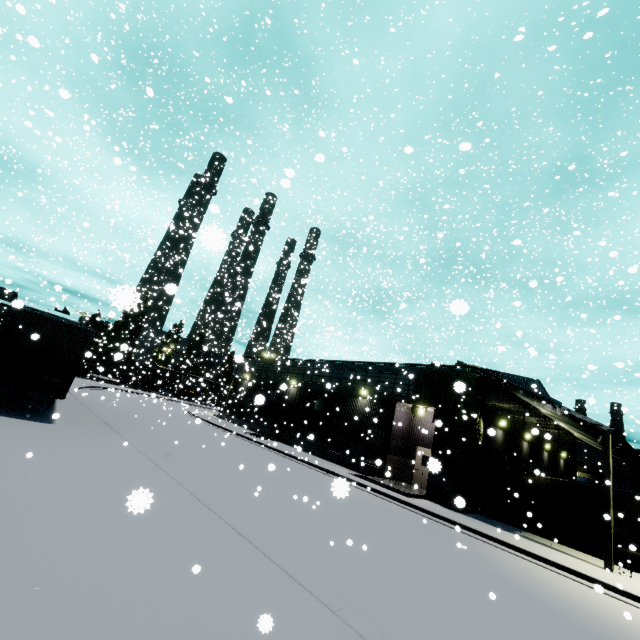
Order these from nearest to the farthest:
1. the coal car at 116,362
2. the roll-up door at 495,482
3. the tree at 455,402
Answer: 1. the tree at 455,402
2. the roll-up door at 495,482
3. the coal car at 116,362

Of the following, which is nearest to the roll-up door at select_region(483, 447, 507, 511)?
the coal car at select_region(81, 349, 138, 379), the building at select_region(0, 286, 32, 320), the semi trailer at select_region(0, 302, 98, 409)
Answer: the building at select_region(0, 286, 32, 320)

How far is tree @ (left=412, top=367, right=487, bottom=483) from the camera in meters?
17.4

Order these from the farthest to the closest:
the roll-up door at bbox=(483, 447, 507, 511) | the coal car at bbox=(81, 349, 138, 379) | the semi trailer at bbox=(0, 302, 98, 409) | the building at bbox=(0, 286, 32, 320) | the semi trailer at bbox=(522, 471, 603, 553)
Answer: the coal car at bbox=(81, 349, 138, 379) < the roll-up door at bbox=(483, 447, 507, 511) < the semi trailer at bbox=(522, 471, 603, 553) < the building at bbox=(0, 286, 32, 320) < the semi trailer at bbox=(0, 302, 98, 409)

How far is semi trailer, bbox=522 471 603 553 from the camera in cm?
1888

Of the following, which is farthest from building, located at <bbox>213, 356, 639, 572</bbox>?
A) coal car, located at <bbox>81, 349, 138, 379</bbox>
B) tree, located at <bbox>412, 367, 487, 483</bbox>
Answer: coal car, located at <bbox>81, 349, 138, 379</bbox>

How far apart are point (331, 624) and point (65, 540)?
3.92m

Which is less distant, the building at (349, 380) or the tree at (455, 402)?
the building at (349, 380)
